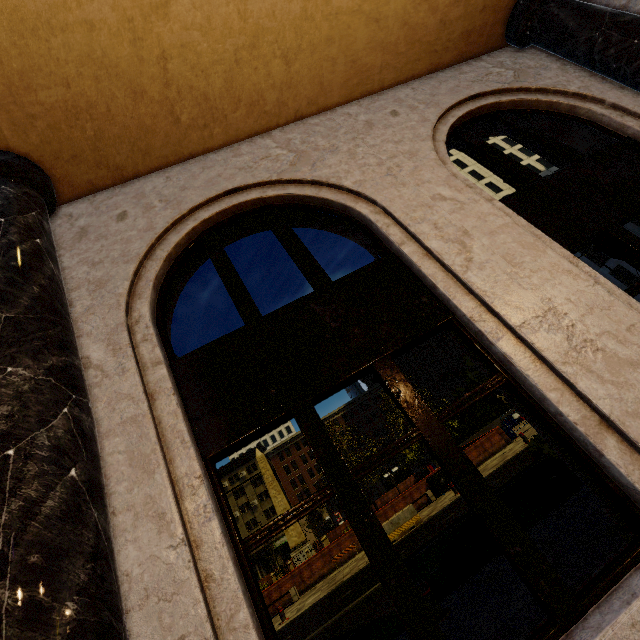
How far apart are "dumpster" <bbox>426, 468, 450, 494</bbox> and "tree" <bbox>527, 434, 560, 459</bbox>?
16.3m

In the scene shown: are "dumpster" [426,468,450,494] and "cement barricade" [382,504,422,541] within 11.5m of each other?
yes

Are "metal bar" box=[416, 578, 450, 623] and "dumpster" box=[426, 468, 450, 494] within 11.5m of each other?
no

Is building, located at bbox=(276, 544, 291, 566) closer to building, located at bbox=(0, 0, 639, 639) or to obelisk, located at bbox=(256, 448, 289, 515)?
building, located at bbox=(0, 0, 639, 639)

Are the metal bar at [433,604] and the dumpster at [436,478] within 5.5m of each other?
no

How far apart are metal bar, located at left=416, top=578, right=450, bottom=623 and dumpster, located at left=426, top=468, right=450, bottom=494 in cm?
1536

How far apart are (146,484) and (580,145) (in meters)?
7.18

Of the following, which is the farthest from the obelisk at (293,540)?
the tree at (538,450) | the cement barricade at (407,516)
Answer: the tree at (538,450)
